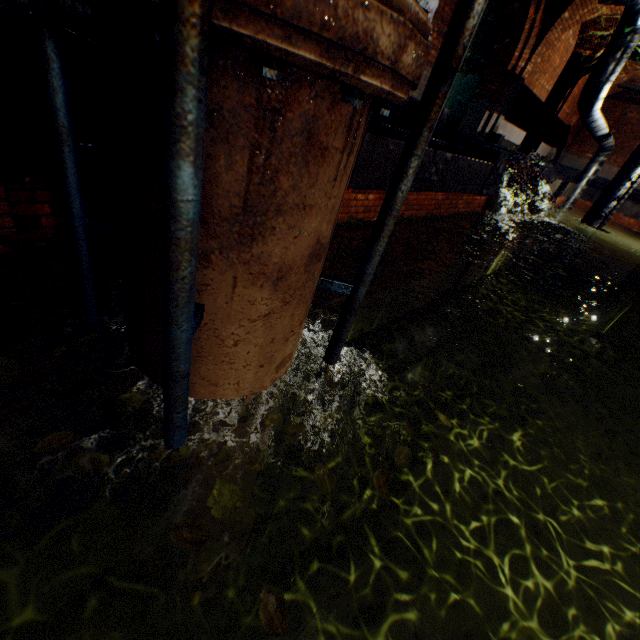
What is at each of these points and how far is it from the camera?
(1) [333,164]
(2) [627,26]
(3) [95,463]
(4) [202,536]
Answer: (1) pipe, 1.21m
(2) pipe, 7.96m
(3) leaves, 1.33m
(4) leaves, 1.23m

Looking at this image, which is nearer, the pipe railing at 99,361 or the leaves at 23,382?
the leaves at 23,382

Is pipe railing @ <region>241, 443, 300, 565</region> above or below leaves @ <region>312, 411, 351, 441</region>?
below

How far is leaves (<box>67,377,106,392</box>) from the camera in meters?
1.6

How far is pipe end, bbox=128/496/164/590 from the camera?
3.0m

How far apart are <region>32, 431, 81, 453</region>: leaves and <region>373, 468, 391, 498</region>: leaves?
1.41m

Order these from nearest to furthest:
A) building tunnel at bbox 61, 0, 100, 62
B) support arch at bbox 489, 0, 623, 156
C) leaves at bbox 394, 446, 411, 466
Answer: leaves at bbox 394, 446, 411, 466 < building tunnel at bbox 61, 0, 100, 62 < support arch at bbox 489, 0, 623, 156

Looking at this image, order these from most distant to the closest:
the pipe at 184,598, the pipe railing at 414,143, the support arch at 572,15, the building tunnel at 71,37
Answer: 1. the support arch at 572,15
2. the building tunnel at 71,37
3. the pipe at 184,598
4. the pipe railing at 414,143
